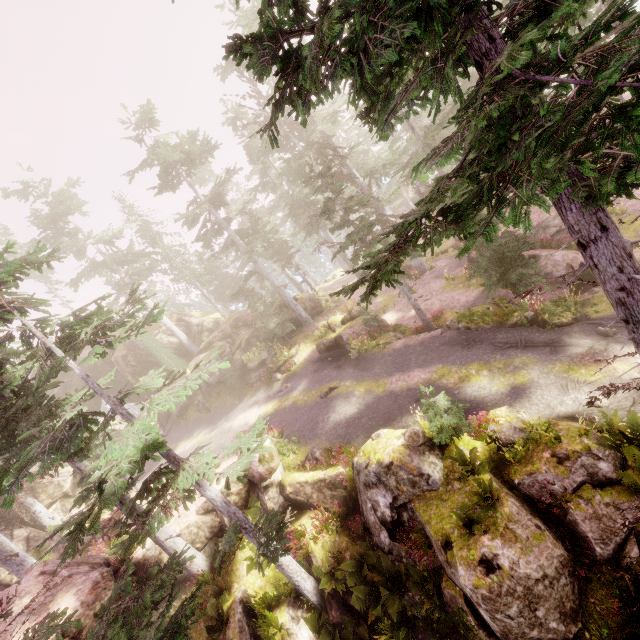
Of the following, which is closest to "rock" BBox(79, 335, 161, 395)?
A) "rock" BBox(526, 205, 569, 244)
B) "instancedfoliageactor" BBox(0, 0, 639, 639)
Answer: "instancedfoliageactor" BBox(0, 0, 639, 639)

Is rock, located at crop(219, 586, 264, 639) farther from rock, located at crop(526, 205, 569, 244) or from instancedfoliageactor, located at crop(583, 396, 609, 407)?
rock, located at crop(526, 205, 569, 244)

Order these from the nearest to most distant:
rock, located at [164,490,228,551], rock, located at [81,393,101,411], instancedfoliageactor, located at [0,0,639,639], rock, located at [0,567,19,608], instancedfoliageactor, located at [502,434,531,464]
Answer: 1. instancedfoliageactor, located at [0,0,639,639]
2. instancedfoliageactor, located at [502,434,531,464]
3. rock, located at [0,567,19,608]
4. rock, located at [164,490,228,551]
5. rock, located at [81,393,101,411]

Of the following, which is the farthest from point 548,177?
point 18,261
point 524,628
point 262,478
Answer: point 262,478

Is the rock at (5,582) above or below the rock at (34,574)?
below

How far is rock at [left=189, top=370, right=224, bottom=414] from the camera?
29.7m

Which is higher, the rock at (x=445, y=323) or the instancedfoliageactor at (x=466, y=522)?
the instancedfoliageactor at (x=466, y=522)
